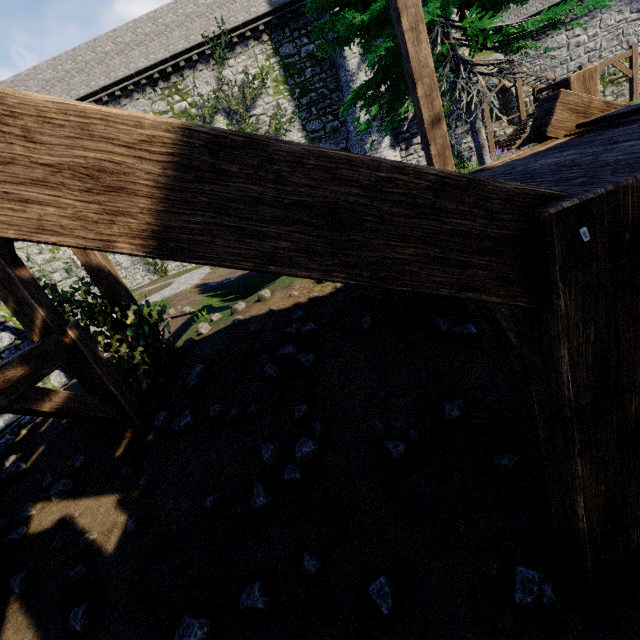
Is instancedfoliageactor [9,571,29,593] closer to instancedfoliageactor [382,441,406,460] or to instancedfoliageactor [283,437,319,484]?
instancedfoliageactor [283,437,319,484]

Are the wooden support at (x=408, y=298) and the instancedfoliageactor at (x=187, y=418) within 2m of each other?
no

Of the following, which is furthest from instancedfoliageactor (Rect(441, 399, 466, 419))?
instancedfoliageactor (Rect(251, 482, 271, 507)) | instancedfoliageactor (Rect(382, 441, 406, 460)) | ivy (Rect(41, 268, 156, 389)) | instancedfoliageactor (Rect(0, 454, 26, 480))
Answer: instancedfoliageactor (Rect(0, 454, 26, 480))

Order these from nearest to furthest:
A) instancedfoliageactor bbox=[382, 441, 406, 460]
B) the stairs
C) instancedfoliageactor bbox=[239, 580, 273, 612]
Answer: the stairs, instancedfoliageactor bbox=[239, 580, 273, 612], instancedfoliageactor bbox=[382, 441, 406, 460]

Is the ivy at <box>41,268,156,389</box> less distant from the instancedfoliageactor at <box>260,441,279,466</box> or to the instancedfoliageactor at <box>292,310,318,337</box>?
the instancedfoliageactor at <box>292,310,318,337</box>

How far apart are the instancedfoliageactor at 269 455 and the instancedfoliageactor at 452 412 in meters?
2.0

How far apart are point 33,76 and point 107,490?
30.3 meters

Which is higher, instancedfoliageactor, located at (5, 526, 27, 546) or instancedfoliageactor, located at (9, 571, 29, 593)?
instancedfoliageactor, located at (5, 526, 27, 546)
